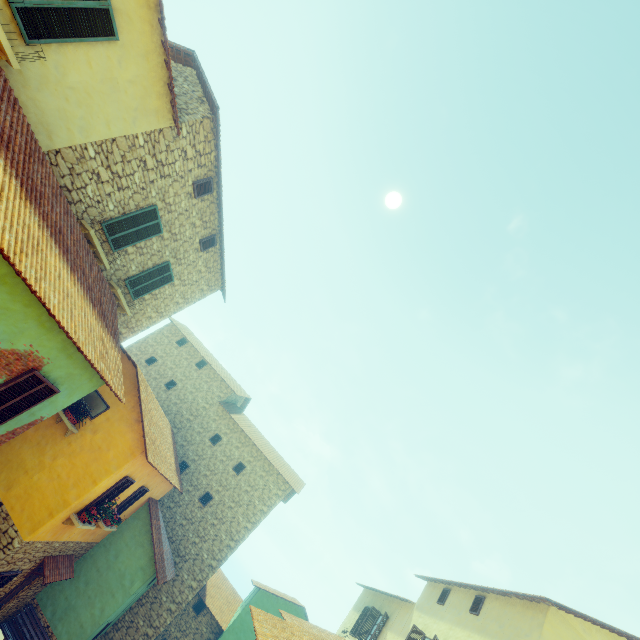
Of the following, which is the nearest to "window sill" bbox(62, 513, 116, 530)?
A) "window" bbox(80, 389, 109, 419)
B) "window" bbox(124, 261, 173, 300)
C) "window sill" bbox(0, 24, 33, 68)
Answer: "window" bbox(80, 389, 109, 419)

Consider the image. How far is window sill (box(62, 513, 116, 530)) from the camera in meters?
10.2 m

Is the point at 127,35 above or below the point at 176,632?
above

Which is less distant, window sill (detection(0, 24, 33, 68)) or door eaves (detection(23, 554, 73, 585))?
window sill (detection(0, 24, 33, 68))

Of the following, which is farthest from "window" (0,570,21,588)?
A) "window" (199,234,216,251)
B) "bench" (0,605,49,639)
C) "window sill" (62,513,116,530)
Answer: "window" (199,234,216,251)

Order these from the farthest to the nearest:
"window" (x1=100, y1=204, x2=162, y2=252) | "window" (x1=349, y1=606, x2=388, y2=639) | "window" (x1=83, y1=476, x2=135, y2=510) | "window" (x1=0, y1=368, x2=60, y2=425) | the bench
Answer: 1. "window" (x1=349, y1=606, x2=388, y2=639)
2. the bench
3. "window" (x1=83, y1=476, x2=135, y2=510)
4. "window" (x1=100, y1=204, x2=162, y2=252)
5. "window" (x1=0, y1=368, x2=60, y2=425)

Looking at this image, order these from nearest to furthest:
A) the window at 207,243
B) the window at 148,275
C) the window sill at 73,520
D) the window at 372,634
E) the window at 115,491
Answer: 1. the window sill at 73,520
2. the window at 115,491
3. the window at 148,275
4. the window at 207,243
5. the window at 372,634

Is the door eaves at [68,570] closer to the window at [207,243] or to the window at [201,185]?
the window at [207,243]
